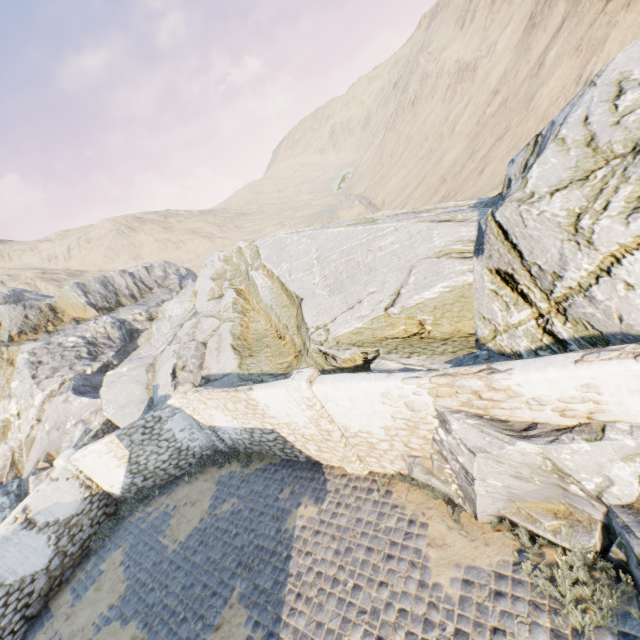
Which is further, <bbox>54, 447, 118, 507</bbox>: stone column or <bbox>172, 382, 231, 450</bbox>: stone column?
<bbox>54, 447, 118, 507</bbox>: stone column

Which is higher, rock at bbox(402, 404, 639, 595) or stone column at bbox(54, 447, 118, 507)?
stone column at bbox(54, 447, 118, 507)

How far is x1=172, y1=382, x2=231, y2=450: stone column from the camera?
11.68m

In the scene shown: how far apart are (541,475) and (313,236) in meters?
11.4

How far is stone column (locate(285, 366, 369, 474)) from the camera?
7.48m

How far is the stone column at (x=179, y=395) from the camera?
11.7m

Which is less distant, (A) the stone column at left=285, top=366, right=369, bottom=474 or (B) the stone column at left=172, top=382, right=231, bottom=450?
(A) the stone column at left=285, top=366, right=369, bottom=474

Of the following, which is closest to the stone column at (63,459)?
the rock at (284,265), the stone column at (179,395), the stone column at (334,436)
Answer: the rock at (284,265)
